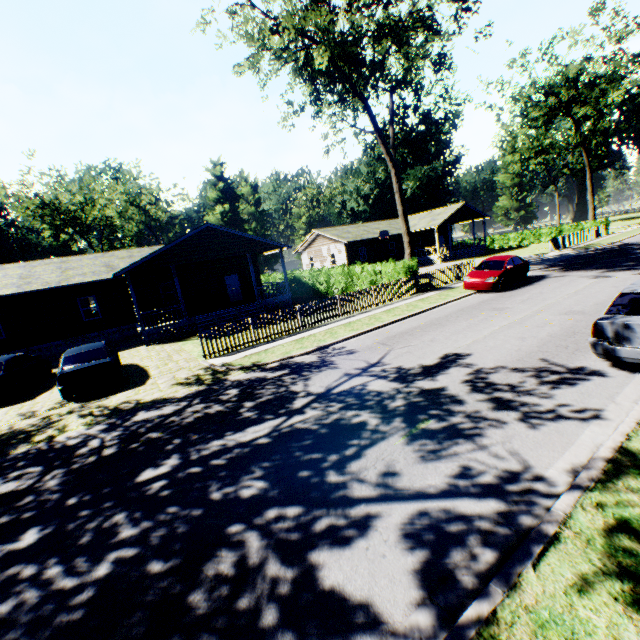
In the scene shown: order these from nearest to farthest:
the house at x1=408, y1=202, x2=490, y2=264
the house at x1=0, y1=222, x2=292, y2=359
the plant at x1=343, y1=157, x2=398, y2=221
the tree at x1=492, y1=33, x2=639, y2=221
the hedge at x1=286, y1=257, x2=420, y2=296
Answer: the house at x1=0, y1=222, x2=292, y2=359 < the hedge at x1=286, y1=257, x2=420, y2=296 < the tree at x1=492, y1=33, x2=639, y2=221 < the house at x1=408, y1=202, x2=490, y2=264 < the plant at x1=343, y1=157, x2=398, y2=221

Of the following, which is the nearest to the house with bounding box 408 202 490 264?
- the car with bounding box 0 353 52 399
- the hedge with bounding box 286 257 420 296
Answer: the hedge with bounding box 286 257 420 296

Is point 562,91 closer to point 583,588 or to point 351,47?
point 351,47

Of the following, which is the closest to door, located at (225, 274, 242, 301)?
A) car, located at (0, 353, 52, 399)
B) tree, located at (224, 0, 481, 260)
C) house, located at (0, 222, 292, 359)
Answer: house, located at (0, 222, 292, 359)

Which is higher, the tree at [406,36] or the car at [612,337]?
the tree at [406,36]

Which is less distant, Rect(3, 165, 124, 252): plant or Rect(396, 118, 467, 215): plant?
Rect(3, 165, 124, 252): plant

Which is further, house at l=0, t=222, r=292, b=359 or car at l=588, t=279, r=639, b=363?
house at l=0, t=222, r=292, b=359

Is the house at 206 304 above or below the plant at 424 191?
below
